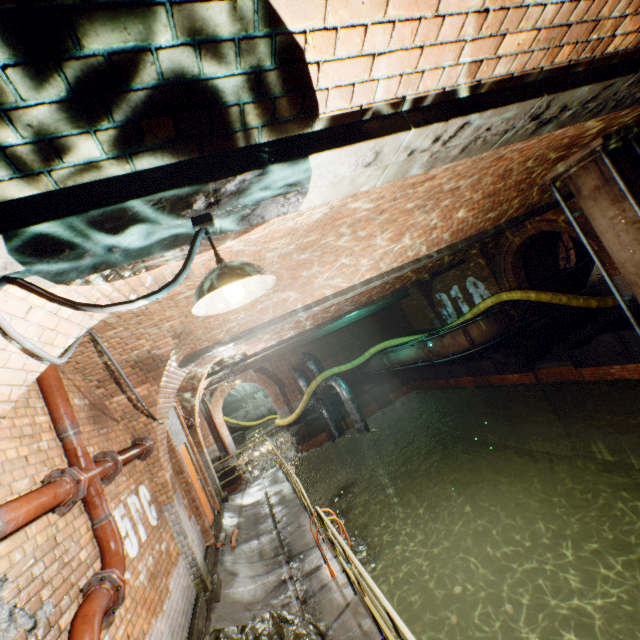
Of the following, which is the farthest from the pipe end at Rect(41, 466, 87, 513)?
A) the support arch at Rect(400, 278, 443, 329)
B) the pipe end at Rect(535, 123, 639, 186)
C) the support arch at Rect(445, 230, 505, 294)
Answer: the support arch at Rect(400, 278, 443, 329)

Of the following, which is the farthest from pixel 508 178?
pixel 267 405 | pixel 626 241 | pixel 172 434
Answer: pixel 267 405

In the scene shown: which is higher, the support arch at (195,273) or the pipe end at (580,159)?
the support arch at (195,273)

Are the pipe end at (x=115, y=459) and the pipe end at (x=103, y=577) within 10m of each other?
yes

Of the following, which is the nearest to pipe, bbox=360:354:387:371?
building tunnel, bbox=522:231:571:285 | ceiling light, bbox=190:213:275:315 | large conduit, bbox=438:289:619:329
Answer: large conduit, bbox=438:289:619:329

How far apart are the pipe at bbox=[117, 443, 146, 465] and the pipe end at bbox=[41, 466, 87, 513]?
1.0 meters

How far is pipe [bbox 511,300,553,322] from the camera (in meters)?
12.91

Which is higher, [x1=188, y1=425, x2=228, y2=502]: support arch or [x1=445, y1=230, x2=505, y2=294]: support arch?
[x1=445, y1=230, x2=505, y2=294]: support arch
